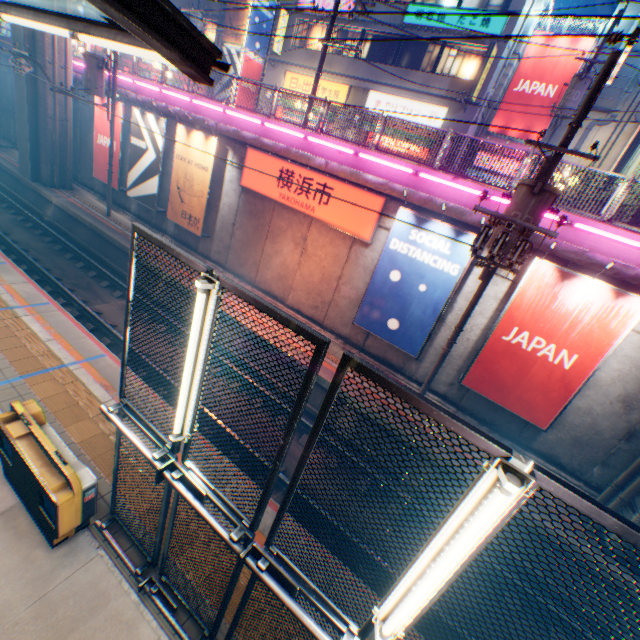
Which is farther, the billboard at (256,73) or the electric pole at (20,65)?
the billboard at (256,73)

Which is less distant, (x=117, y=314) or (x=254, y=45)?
(x=117, y=314)

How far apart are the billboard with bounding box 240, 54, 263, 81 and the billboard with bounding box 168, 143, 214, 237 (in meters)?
18.99

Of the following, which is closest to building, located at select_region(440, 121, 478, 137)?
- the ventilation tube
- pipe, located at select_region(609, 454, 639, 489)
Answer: the ventilation tube

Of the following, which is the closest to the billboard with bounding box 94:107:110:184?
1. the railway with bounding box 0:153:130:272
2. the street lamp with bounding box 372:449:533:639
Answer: the railway with bounding box 0:153:130:272

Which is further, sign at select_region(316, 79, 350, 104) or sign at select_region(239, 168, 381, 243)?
sign at select_region(316, 79, 350, 104)

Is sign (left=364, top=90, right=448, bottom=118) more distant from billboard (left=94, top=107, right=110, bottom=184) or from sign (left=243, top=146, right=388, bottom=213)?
billboard (left=94, top=107, right=110, bottom=184)

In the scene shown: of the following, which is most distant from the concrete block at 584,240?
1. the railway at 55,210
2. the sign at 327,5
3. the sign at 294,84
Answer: the sign at 327,5
